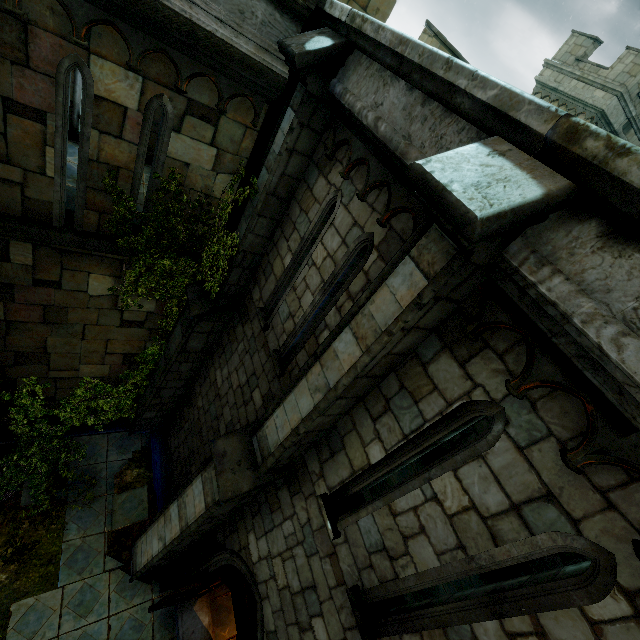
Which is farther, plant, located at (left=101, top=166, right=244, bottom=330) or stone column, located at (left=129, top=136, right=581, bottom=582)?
plant, located at (left=101, top=166, right=244, bottom=330)

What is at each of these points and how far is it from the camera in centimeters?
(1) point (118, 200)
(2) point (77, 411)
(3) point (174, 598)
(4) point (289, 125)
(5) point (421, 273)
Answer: (1) plant, 500cm
(2) plant, 811cm
(3) door, 599cm
(4) stone column, 456cm
(5) stone column, 258cm

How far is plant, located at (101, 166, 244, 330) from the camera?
5.22m

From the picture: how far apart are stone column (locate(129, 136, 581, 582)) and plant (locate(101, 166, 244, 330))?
2.5 meters

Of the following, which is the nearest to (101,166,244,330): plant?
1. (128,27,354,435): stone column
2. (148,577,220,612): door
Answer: (128,27,354,435): stone column

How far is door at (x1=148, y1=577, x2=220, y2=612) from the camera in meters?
5.6

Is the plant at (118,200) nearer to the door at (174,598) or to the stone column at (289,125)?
the stone column at (289,125)

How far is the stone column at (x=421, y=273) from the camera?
2.0m
